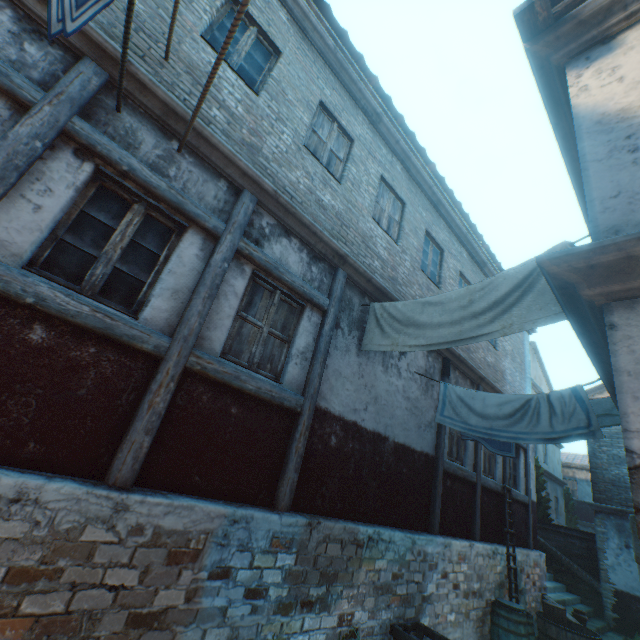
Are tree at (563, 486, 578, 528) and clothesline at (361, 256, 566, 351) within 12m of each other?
no

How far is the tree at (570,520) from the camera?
22.0m

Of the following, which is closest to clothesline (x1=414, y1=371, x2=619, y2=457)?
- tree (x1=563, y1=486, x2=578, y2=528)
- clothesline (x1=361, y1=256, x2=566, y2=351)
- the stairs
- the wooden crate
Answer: clothesline (x1=361, y1=256, x2=566, y2=351)

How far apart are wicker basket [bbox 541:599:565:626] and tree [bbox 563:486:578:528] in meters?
17.4 m

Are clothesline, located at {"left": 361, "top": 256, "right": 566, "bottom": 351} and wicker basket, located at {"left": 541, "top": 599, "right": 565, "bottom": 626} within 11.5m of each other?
yes

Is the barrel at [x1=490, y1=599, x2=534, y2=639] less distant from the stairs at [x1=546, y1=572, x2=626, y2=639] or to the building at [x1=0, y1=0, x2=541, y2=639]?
the building at [x1=0, y1=0, x2=541, y2=639]

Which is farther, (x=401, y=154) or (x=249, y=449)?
(x=401, y=154)

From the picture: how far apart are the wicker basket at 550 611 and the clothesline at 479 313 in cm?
954
